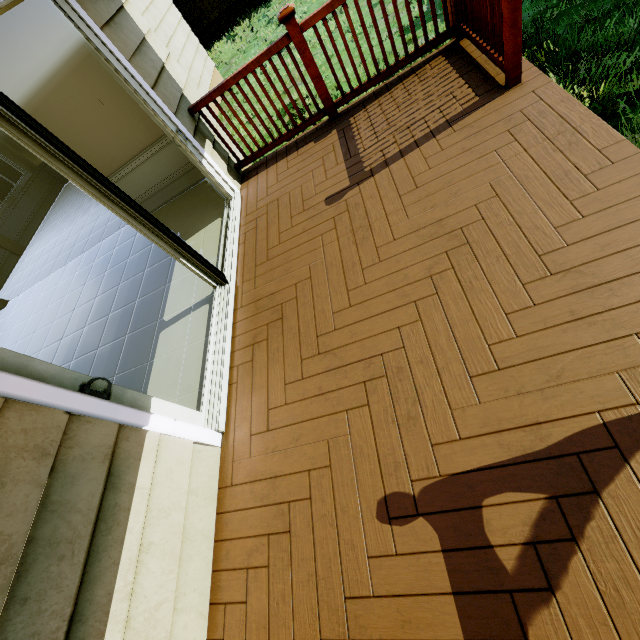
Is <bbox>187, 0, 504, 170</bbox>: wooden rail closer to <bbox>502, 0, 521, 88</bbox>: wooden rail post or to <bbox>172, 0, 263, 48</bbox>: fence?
<bbox>502, 0, 521, 88</bbox>: wooden rail post

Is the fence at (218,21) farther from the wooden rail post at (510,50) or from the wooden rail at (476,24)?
the wooden rail post at (510,50)

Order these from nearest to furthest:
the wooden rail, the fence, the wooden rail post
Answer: the wooden rail post < the wooden rail < the fence

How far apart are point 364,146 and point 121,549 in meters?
3.5 m

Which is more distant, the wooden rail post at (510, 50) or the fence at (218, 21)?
the fence at (218, 21)

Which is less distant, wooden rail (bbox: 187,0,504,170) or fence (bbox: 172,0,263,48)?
wooden rail (bbox: 187,0,504,170)
